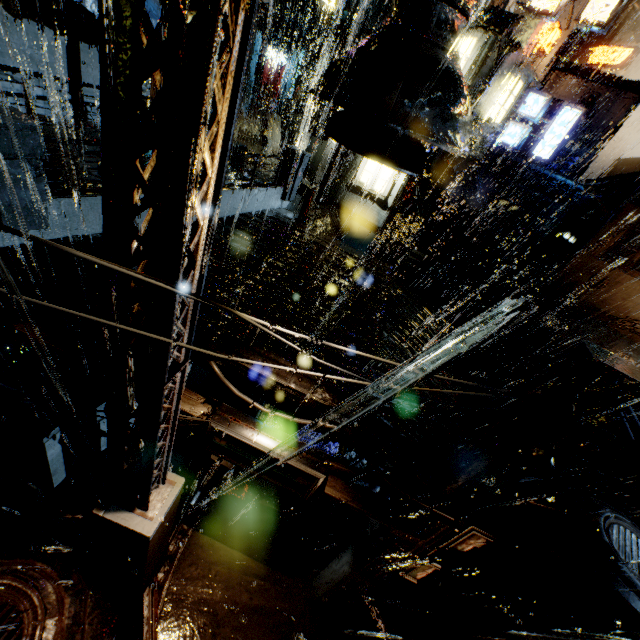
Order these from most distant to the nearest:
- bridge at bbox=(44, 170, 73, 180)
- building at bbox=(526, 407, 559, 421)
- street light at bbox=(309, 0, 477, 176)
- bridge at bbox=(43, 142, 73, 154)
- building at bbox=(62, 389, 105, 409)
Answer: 1. building at bbox=(62, 389, 105, 409)
2. bridge at bbox=(43, 142, 73, 154)
3. bridge at bbox=(44, 170, 73, 180)
4. building at bbox=(526, 407, 559, 421)
5. street light at bbox=(309, 0, 477, 176)

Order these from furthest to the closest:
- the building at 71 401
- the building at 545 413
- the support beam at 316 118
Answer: the support beam at 316 118 → the building at 71 401 → the building at 545 413

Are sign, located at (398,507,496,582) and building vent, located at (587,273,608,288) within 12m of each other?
no

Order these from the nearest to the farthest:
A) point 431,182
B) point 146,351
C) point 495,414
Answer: point 146,351
point 431,182
point 495,414

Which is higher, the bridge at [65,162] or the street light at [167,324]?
the street light at [167,324]

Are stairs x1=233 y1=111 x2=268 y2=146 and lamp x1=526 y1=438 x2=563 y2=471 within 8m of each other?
no

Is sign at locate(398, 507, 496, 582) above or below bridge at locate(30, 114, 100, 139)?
below

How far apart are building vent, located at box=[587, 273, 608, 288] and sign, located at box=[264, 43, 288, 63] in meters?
41.0 m
